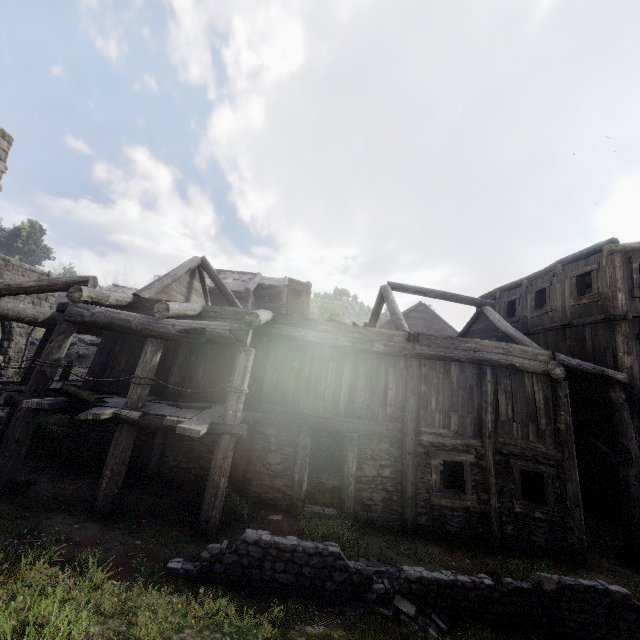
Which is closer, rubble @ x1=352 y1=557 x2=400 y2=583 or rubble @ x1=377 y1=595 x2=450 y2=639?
rubble @ x1=377 y1=595 x2=450 y2=639

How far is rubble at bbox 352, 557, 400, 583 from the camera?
6.1 meters

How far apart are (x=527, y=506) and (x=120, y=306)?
13.4 meters

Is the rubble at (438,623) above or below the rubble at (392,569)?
below

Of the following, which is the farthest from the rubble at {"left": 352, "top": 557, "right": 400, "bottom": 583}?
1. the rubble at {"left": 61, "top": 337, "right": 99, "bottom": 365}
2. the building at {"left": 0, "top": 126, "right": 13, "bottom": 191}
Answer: the rubble at {"left": 61, "top": 337, "right": 99, "bottom": 365}

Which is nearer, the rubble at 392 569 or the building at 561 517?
the rubble at 392 569
